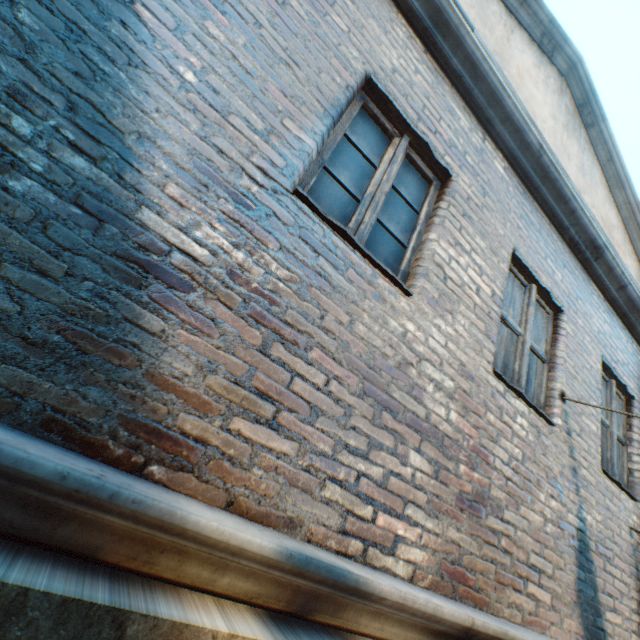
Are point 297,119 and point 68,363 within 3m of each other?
yes
